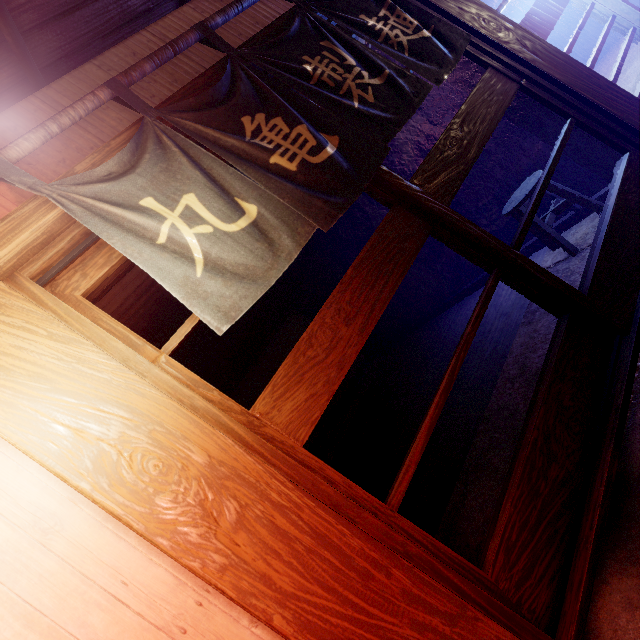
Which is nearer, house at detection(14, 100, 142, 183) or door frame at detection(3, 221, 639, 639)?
door frame at detection(3, 221, 639, 639)

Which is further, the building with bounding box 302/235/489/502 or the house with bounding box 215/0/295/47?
the building with bounding box 302/235/489/502

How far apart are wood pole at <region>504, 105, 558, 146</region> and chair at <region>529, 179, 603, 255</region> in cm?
34

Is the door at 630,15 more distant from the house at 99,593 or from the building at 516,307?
the house at 99,593

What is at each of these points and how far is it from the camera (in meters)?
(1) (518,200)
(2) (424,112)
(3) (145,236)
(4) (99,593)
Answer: (1) chair, 5.67
(2) building, 6.31
(3) flag, 2.57
(4) house, 2.02

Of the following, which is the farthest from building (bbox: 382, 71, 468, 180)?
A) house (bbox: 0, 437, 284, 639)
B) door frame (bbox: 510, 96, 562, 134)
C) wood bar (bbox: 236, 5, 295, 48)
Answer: house (bbox: 0, 437, 284, 639)

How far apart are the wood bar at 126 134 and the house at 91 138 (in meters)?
0.03

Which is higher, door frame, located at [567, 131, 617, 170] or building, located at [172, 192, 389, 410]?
building, located at [172, 192, 389, 410]
